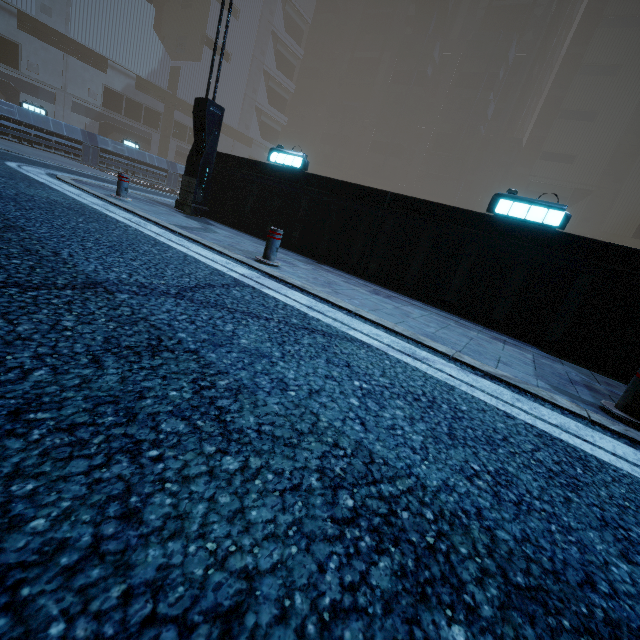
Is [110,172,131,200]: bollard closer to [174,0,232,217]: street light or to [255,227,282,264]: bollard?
[174,0,232,217]: street light

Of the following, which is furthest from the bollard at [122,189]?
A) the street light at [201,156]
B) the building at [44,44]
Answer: the building at [44,44]

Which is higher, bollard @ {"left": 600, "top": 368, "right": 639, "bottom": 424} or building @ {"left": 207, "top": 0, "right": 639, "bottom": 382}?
building @ {"left": 207, "top": 0, "right": 639, "bottom": 382}

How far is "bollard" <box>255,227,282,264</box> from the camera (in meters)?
5.29

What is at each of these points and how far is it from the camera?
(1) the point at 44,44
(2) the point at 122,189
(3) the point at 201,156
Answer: (1) building, 35.2m
(2) bollard, 7.7m
(3) street light, 9.2m

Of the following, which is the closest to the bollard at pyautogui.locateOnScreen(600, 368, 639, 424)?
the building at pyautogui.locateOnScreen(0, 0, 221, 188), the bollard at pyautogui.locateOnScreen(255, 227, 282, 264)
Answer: the building at pyautogui.locateOnScreen(0, 0, 221, 188)

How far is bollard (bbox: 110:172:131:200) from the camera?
7.6m

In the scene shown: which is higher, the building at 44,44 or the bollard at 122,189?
the building at 44,44
